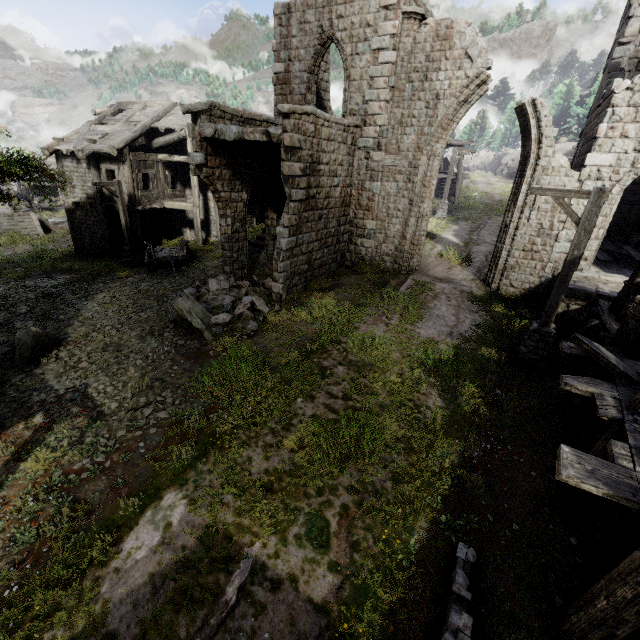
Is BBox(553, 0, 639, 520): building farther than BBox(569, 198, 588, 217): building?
No

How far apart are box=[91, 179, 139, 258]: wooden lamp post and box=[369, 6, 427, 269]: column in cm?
1327

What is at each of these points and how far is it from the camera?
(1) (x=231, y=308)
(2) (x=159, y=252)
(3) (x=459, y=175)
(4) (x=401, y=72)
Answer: (1) rubble, 11.4m
(2) cart, 17.1m
(3) building, 27.8m
(4) column, 12.5m

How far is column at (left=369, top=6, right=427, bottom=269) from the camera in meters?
11.8 m

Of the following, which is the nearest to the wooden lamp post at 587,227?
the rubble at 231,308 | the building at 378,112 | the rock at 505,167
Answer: the building at 378,112

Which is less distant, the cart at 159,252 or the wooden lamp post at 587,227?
the wooden lamp post at 587,227

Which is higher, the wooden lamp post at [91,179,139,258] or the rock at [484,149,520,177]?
→ the rock at [484,149,520,177]

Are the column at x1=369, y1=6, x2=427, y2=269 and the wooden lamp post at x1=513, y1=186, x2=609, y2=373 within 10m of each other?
yes
